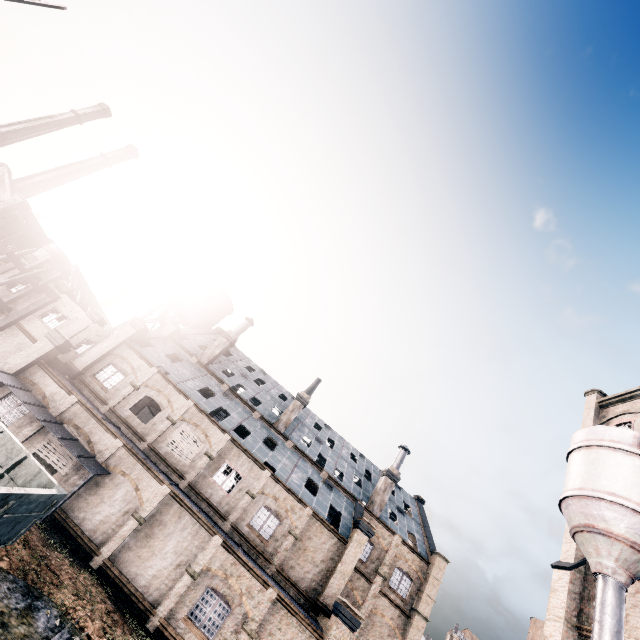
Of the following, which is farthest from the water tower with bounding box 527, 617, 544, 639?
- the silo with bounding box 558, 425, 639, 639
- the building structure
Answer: the building structure

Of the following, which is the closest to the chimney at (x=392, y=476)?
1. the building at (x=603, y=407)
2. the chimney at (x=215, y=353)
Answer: the building at (x=603, y=407)

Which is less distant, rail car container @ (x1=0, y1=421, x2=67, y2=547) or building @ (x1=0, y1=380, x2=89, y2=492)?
rail car container @ (x1=0, y1=421, x2=67, y2=547)

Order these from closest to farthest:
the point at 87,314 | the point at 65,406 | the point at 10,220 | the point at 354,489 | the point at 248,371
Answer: the point at 65,406 < the point at 87,314 < the point at 354,489 < the point at 248,371 < the point at 10,220

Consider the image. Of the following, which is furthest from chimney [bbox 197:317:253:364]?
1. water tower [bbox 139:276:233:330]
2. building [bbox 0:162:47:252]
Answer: building [bbox 0:162:47:252]

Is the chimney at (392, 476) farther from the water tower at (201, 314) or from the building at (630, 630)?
the water tower at (201, 314)

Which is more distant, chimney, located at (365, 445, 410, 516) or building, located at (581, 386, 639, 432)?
chimney, located at (365, 445, 410, 516)

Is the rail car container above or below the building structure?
below
